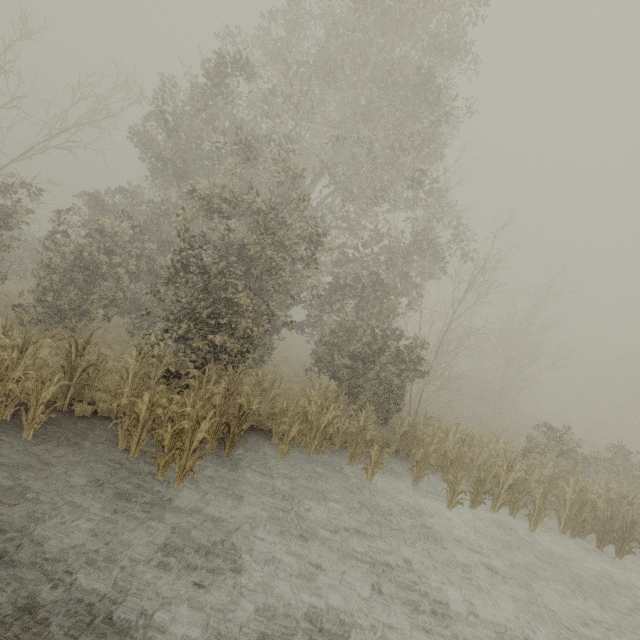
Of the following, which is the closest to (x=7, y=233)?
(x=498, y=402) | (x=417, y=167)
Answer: (x=417, y=167)
